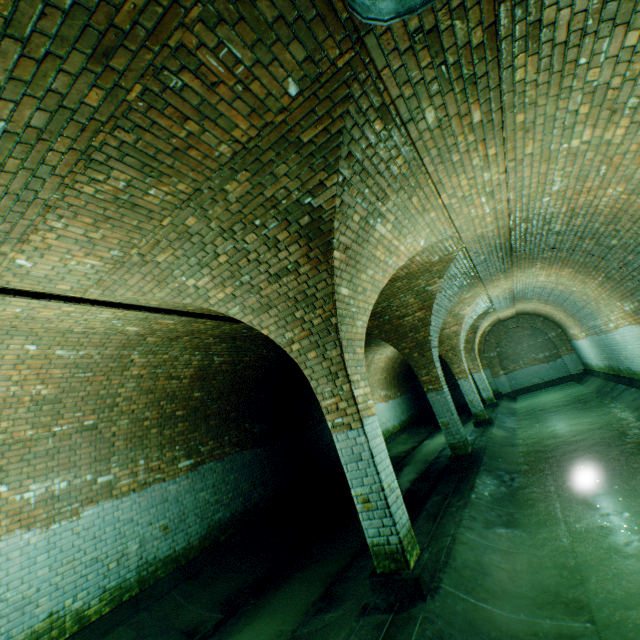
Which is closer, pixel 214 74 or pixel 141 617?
pixel 214 74

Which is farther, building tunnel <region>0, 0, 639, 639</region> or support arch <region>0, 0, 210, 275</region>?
building tunnel <region>0, 0, 639, 639</region>

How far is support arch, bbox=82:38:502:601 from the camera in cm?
286

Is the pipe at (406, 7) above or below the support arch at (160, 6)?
below

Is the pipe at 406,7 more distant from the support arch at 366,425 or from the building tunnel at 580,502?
the support arch at 366,425

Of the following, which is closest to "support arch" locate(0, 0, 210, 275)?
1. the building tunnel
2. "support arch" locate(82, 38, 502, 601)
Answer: the building tunnel

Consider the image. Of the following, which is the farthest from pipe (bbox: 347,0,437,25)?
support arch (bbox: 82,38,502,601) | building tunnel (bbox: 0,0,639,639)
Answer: support arch (bbox: 82,38,502,601)
